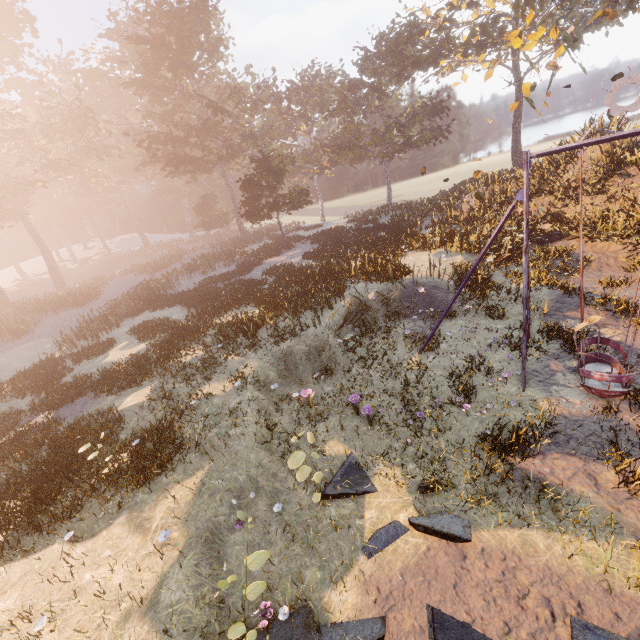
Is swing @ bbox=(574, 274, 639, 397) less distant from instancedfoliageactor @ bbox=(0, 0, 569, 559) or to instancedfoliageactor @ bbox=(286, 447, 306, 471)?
instancedfoliageactor @ bbox=(286, 447, 306, 471)

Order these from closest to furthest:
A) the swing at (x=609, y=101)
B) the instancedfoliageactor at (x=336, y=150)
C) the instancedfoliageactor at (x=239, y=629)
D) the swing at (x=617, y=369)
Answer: the instancedfoliageactor at (x=239, y=629) < the swing at (x=609, y=101) < the swing at (x=617, y=369) < the instancedfoliageactor at (x=336, y=150)

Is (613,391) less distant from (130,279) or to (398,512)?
(398,512)

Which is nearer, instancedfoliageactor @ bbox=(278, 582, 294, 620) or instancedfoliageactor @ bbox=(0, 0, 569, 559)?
instancedfoliageactor @ bbox=(278, 582, 294, 620)

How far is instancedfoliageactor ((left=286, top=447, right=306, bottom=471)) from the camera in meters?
6.6 m

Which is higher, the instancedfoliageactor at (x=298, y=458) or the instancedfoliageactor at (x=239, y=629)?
the instancedfoliageactor at (x=298, y=458)

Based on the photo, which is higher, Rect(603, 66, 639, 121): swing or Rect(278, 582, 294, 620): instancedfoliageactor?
Rect(603, 66, 639, 121): swing

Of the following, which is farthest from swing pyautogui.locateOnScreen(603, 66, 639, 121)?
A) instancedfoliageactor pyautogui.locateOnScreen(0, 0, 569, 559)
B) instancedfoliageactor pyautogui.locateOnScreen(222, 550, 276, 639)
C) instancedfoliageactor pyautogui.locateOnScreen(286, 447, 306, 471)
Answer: instancedfoliageactor pyautogui.locateOnScreen(0, 0, 569, 559)
